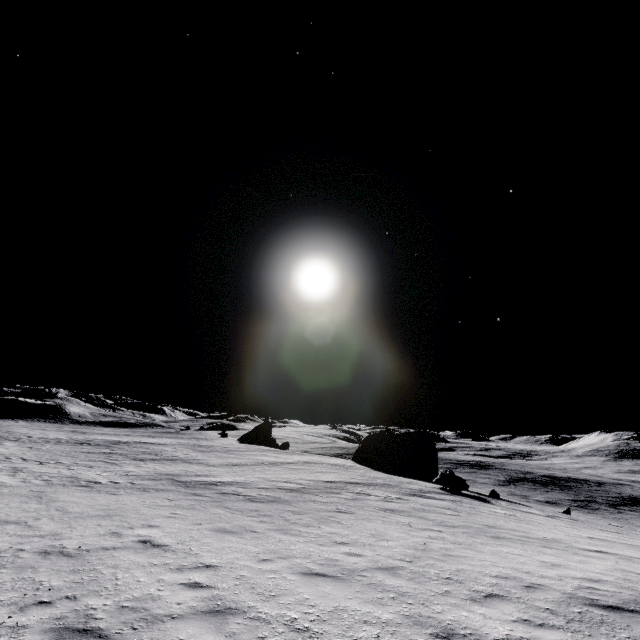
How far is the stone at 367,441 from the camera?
26.2 meters

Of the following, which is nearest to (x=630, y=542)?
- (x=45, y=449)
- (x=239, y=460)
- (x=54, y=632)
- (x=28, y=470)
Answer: (x=54, y=632)

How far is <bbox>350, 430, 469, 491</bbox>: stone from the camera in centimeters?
2616cm
